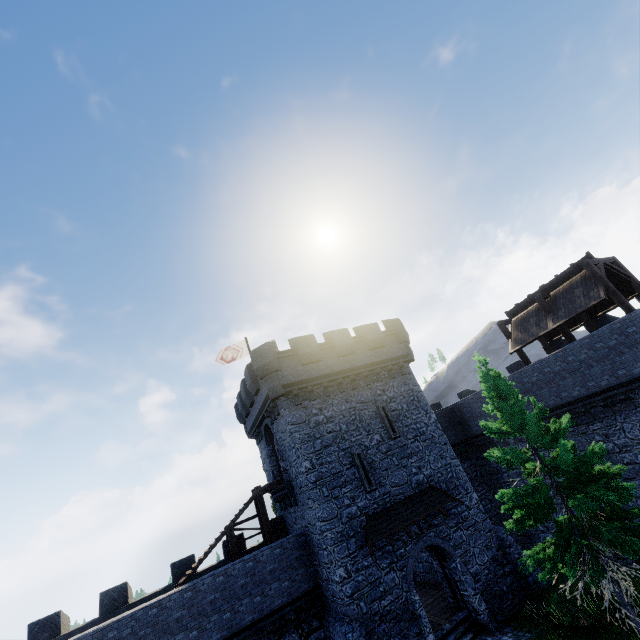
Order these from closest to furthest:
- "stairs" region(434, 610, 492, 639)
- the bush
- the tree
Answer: the tree, the bush, "stairs" region(434, 610, 492, 639)

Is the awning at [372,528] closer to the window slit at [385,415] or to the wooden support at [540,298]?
the window slit at [385,415]

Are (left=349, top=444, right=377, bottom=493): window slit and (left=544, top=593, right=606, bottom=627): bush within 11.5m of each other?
yes

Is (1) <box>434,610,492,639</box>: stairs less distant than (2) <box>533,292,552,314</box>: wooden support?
Yes

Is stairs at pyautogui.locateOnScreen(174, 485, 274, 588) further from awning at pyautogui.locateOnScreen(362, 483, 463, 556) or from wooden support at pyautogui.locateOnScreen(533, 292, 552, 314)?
wooden support at pyautogui.locateOnScreen(533, 292, 552, 314)

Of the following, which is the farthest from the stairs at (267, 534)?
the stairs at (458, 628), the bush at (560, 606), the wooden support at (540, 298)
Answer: the wooden support at (540, 298)

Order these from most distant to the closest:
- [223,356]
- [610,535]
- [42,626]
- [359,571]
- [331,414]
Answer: [223,356] < [331,414] < [42,626] < [359,571] < [610,535]

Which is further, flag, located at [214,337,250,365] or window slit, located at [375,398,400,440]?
flag, located at [214,337,250,365]
